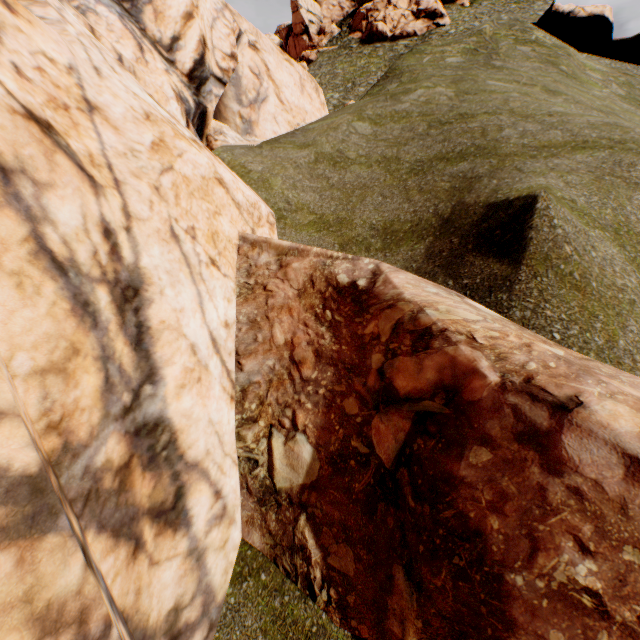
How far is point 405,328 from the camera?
4.4 meters
